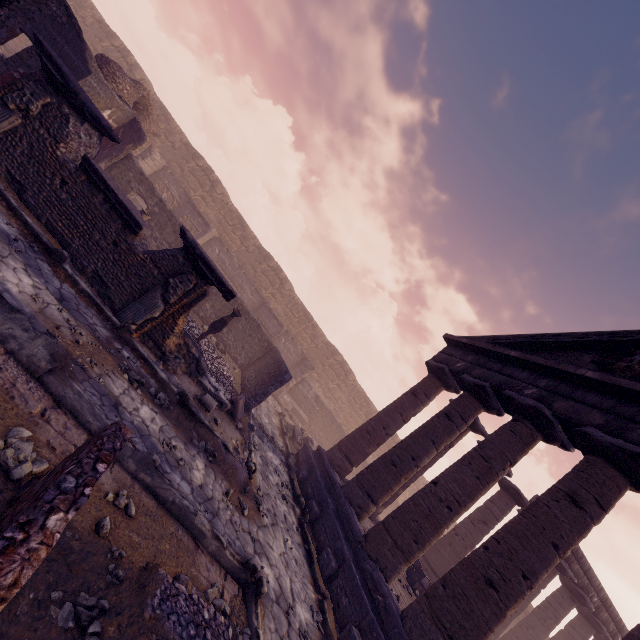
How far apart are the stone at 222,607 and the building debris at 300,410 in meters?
15.2

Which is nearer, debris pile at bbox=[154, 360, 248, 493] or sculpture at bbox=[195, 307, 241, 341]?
debris pile at bbox=[154, 360, 248, 493]

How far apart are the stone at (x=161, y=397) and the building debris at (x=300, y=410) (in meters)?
13.22

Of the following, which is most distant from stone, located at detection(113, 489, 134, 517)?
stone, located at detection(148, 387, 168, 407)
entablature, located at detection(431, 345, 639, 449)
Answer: entablature, located at detection(431, 345, 639, 449)

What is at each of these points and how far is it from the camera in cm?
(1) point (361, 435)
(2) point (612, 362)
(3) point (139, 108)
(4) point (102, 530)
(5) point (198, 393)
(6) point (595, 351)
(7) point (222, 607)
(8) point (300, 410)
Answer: (1) column, 1161
(2) relief sculpture, 798
(3) wall arch, 1439
(4) stone, 296
(5) debris pile, 756
(6) pediment, 873
(7) stone, 377
(8) building debris, 2000

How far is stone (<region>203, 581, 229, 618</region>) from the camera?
3.72m

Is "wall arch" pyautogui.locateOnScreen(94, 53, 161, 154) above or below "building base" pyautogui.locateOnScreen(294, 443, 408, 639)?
above

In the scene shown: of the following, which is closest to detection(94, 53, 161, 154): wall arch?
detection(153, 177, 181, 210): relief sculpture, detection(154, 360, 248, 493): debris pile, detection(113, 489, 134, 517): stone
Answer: detection(153, 177, 181, 210): relief sculpture
